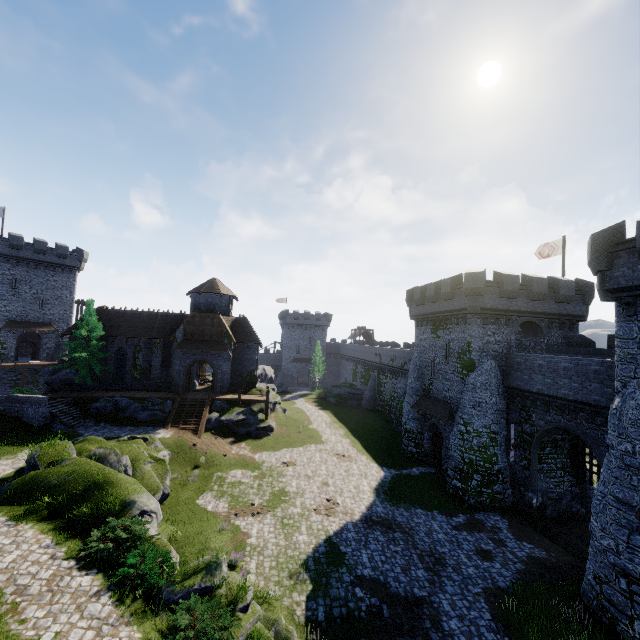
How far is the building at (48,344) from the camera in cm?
4597

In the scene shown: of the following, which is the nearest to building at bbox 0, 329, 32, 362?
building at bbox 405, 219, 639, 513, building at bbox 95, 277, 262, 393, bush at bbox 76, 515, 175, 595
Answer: building at bbox 95, 277, 262, 393

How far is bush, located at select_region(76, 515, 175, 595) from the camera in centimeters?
1105cm

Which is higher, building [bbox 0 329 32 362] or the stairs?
building [bbox 0 329 32 362]

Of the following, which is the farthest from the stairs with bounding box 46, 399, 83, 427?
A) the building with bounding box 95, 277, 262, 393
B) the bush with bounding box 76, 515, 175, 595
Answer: the bush with bounding box 76, 515, 175, 595

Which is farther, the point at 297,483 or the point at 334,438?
the point at 334,438

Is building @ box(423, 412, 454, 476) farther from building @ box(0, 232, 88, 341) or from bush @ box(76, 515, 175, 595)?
building @ box(0, 232, 88, 341)

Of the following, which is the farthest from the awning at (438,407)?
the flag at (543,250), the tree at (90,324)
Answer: the tree at (90,324)
